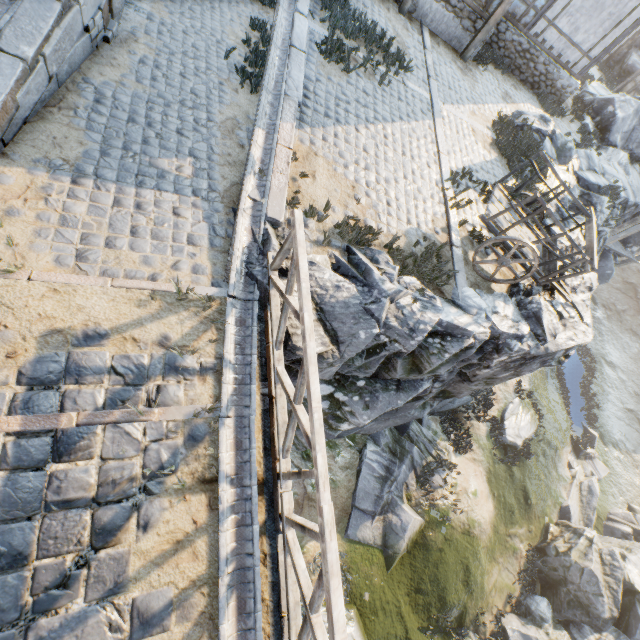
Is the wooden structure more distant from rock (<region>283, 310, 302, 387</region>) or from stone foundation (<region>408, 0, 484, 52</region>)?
rock (<region>283, 310, 302, 387</region>)

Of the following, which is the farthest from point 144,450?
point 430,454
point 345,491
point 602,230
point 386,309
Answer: point 602,230

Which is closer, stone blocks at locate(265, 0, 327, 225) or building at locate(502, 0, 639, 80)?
stone blocks at locate(265, 0, 327, 225)

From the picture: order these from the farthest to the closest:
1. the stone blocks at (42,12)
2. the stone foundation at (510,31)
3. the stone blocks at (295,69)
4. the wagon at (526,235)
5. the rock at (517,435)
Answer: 1. the rock at (517,435)
2. the stone foundation at (510,31)
3. the wagon at (526,235)
4. the stone blocks at (295,69)
5. the stone blocks at (42,12)

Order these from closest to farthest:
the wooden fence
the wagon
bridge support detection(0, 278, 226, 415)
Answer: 1. the wooden fence
2. bridge support detection(0, 278, 226, 415)
3. the wagon

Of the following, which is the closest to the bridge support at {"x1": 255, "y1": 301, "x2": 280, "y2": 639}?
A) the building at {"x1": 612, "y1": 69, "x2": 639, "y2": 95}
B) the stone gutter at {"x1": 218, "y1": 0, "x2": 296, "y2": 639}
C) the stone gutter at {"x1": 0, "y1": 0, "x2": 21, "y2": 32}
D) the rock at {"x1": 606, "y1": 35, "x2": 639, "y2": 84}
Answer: the stone gutter at {"x1": 218, "y1": 0, "x2": 296, "y2": 639}

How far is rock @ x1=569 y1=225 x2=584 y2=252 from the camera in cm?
900

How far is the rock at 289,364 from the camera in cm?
443
